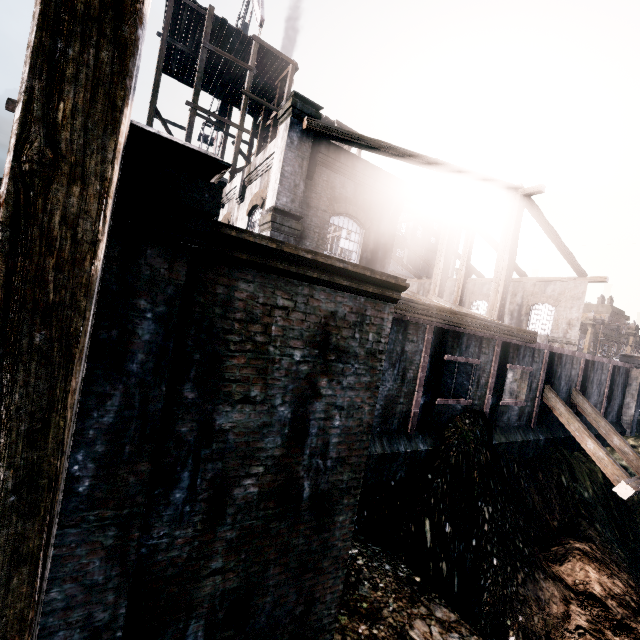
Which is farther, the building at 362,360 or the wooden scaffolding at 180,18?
the wooden scaffolding at 180,18

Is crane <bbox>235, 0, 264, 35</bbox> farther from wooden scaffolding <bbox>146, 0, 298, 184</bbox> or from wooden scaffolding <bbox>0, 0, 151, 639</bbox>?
wooden scaffolding <bbox>0, 0, 151, 639</bbox>

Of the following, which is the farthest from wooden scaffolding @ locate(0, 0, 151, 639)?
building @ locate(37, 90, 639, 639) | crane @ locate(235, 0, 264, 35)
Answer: crane @ locate(235, 0, 264, 35)

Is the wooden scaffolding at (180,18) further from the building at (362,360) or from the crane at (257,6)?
the crane at (257,6)

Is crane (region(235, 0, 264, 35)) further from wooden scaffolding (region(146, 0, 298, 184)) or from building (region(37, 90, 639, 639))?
building (region(37, 90, 639, 639))

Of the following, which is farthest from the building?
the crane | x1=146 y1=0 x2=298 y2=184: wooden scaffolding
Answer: the crane

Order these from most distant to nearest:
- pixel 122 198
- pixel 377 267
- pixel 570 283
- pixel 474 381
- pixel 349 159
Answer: pixel 570 283 < pixel 377 267 < pixel 349 159 < pixel 474 381 < pixel 122 198
